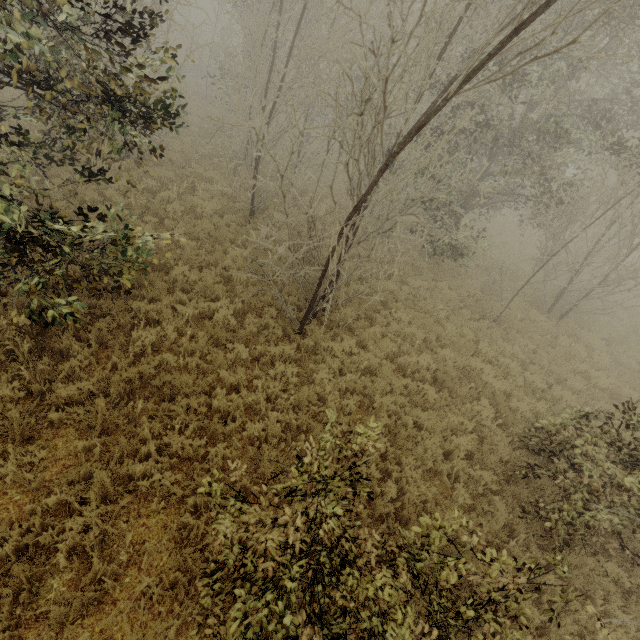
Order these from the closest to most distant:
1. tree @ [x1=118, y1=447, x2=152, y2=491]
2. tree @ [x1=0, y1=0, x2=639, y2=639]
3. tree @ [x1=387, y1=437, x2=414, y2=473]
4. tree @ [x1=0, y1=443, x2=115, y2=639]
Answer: tree @ [x1=0, y1=0, x2=639, y2=639] → tree @ [x1=0, y1=443, x2=115, y2=639] → tree @ [x1=118, y1=447, x2=152, y2=491] → tree @ [x1=387, y1=437, x2=414, y2=473]

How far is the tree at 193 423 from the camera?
5.22m

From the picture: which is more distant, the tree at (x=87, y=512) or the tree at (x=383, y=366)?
the tree at (x=383, y=366)

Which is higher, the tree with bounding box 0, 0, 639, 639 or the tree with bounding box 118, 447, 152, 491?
the tree with bounding box 0, 0, 639, 639

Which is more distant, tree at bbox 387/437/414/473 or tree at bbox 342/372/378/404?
tree at bbox 342/372/378/404

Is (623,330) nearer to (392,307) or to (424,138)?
(392,307)
